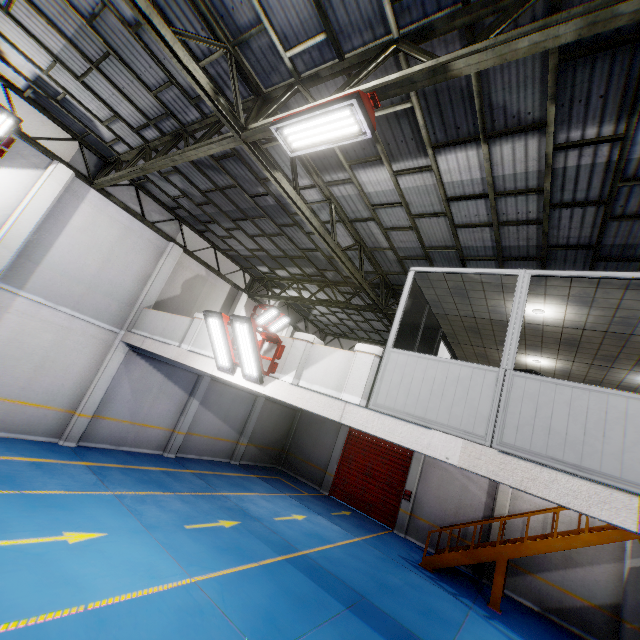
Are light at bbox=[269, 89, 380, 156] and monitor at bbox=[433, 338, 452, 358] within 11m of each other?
yes

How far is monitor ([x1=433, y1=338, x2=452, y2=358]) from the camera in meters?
6.2 m

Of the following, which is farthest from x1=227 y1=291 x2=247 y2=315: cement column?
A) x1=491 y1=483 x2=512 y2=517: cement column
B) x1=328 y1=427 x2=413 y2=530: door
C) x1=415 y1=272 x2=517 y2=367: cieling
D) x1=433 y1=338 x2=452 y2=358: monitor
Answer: x1=491 y1=483 x2=512 y2=517: cement column

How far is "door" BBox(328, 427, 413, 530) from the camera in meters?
16.0 m

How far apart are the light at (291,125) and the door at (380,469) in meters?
15.3

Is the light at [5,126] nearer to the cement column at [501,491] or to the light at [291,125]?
the light at [291,125]

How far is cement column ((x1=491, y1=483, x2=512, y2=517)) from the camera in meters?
13.5 m

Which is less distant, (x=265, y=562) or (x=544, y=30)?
(x=544, y=30)
